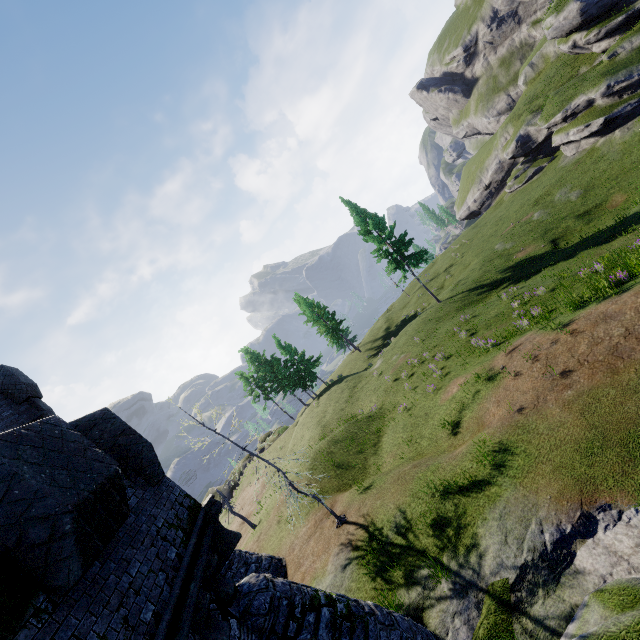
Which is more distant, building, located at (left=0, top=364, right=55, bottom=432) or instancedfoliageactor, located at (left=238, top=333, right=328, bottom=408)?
instancedfoliageactor, located at (left=238, top=333, right=328, bottom=408)

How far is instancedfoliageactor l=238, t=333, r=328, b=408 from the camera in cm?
4416

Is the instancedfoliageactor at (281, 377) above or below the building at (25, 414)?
below

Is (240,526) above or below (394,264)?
below

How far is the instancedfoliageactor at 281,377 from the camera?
44.2 meters

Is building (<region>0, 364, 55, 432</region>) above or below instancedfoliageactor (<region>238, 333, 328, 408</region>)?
above
